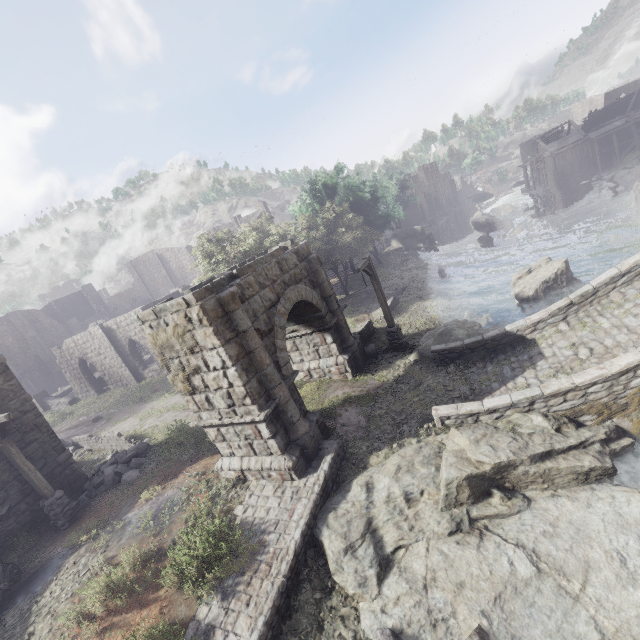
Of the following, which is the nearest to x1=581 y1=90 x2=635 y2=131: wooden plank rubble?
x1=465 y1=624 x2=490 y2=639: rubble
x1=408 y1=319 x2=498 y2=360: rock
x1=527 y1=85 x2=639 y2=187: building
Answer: x1=527 y1=85 x2=639 y2=187: building

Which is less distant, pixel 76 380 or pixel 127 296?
pixel 76 380

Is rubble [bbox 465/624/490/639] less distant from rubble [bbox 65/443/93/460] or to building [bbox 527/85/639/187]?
building [bbox 527/85/639/187]

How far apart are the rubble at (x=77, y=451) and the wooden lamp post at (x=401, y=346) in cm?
1722

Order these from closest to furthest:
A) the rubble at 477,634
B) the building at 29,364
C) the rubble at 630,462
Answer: the rubble at 477,634 → the rubble at 630,462 → the building at 29,364

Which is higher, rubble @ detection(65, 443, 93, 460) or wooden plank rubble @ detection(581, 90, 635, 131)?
wooden plank rubble @ detection(581, 90, 635, 131)

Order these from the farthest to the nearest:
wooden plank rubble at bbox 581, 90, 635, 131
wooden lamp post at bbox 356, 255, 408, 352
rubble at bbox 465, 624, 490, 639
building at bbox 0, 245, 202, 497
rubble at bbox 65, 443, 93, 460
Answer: wooden plank rubble at bbox 581, 90, 635, 131 < rubble at bbox 65, 443, 93, 460 < wooden lamp post at bbox 356, 255, 408, 352 < building at bbox 0, 245, 202, 497 < rubble at bbox 465, 624, 490, 639

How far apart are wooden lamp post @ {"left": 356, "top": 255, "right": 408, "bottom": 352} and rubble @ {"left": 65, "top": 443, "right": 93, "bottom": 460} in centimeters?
1722cm
